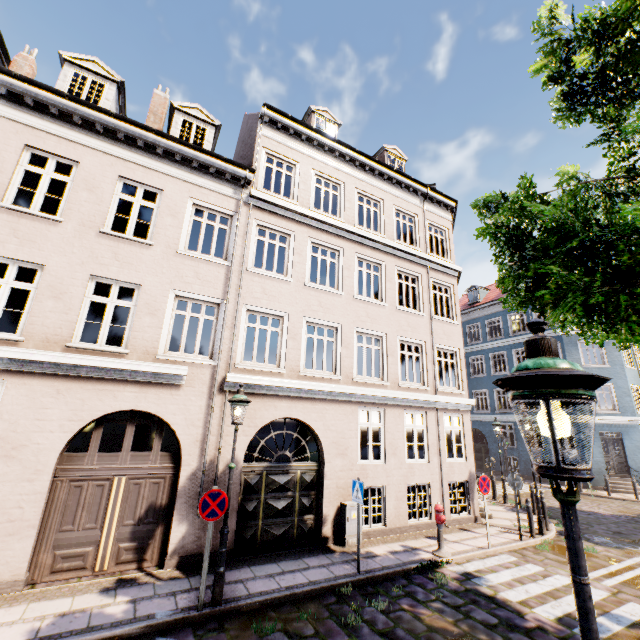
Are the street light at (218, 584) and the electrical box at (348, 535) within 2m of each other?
no

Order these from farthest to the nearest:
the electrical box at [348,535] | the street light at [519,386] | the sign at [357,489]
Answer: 1. the electrical box at [348,535]
2. the sign at [357,489]
3. the street light at [519,386]

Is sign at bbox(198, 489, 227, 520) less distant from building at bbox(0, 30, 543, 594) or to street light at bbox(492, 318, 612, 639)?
street light at bbox(492, 318, 612, 639)

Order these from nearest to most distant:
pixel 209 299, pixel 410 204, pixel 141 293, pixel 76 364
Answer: pixel 76 364
pixel 141 293
pixel 209 299
pixel 410 204

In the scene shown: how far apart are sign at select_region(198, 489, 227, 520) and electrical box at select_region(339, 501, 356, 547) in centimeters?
422cm

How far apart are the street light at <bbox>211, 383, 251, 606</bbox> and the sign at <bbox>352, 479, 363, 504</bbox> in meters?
3.1 m

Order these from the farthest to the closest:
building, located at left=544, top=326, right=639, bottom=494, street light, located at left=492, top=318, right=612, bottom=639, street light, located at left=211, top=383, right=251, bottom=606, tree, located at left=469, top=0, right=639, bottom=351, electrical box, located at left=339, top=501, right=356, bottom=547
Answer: building, located at left=544, top=326, right=639, bottom=494, electrical box, located at left=339, top=501, right=356, bottom=547, street light, located at left=211, top=383, right=251, bottom=606, tree, located at left=469, top=0, right=639, bottom=351, street light, located at left=492, top=318, right=612, bottom=639

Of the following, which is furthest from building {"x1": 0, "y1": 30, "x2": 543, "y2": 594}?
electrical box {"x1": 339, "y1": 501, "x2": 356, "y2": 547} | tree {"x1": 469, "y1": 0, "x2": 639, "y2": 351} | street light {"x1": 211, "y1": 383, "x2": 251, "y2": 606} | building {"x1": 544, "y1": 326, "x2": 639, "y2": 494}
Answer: electrical box {"x1": 339, "y1": 501, "x2": 356, "y2": 547}
